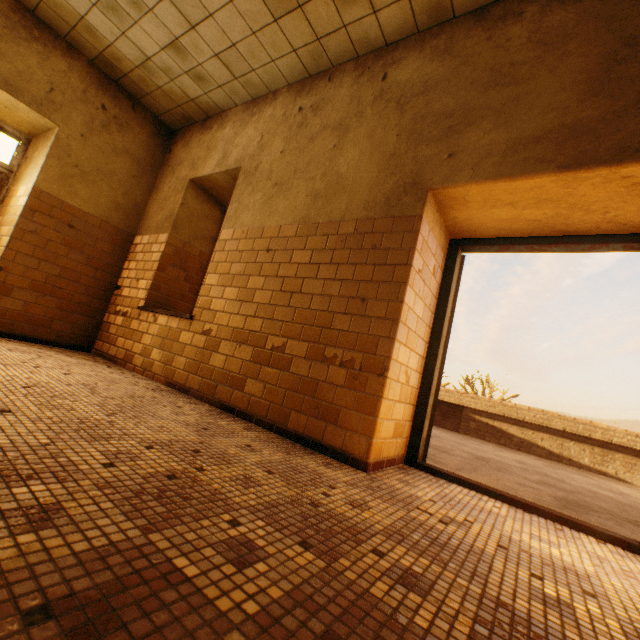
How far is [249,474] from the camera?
1.6 meters
